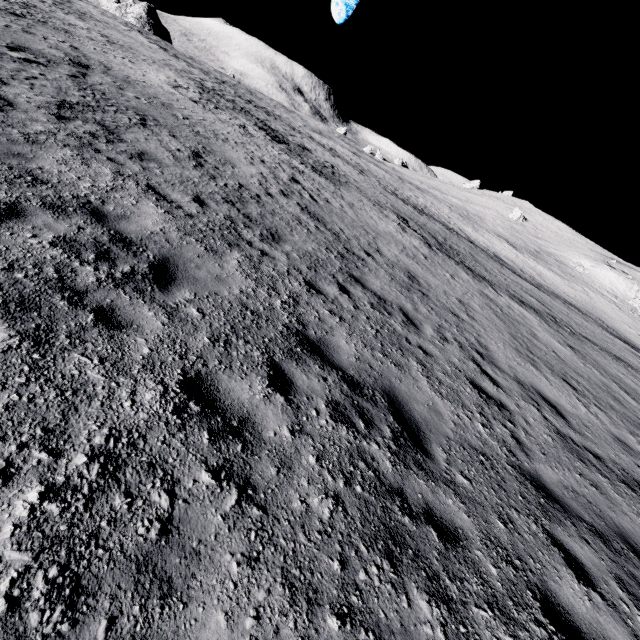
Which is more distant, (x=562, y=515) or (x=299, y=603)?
(x=562, y=515)
